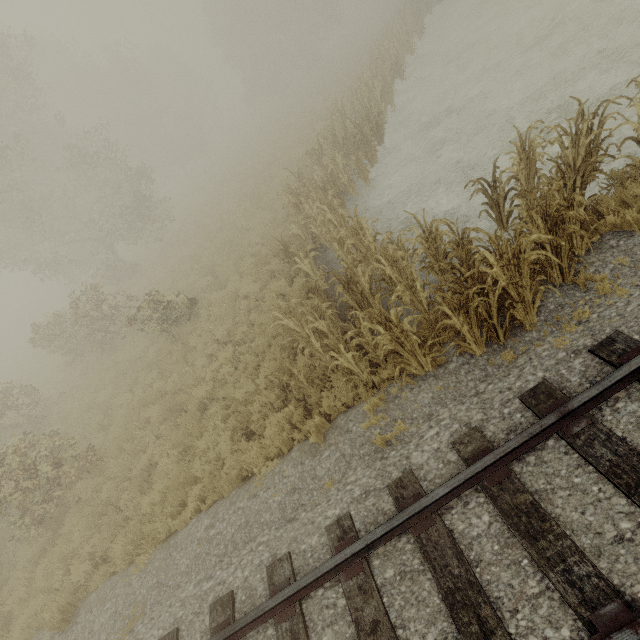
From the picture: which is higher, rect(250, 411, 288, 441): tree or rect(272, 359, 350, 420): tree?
rect(272, 359, 350, 420): tree

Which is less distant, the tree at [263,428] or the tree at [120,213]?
the tree at [120,213]

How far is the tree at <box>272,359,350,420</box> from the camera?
6.0m

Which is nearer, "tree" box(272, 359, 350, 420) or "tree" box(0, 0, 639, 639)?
"tree" box(0, 0, 639, 639)

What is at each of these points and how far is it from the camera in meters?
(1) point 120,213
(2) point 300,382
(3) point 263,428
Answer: (1) tree, 20.2
(2) tree, 6.3
(3) tree, 7.0

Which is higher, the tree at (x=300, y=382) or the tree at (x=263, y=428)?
the tree at (x=300, y=382)
